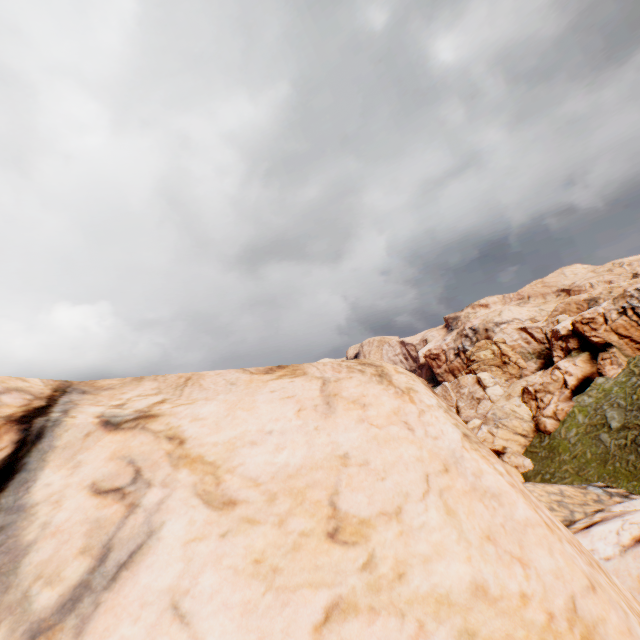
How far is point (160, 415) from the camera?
4.88m
